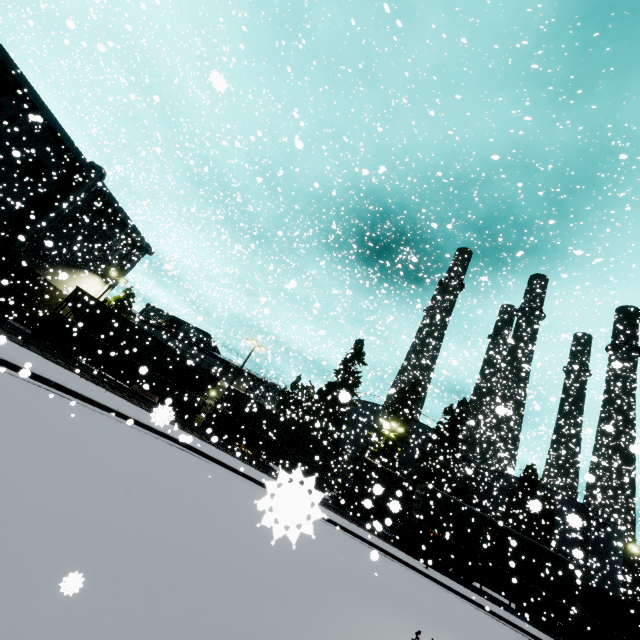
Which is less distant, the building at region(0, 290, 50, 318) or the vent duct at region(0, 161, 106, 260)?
the vent duct at region(0, 161, 106, 260)

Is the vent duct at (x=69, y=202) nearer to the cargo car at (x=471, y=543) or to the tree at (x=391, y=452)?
the cargo car at (x=471, y=543)

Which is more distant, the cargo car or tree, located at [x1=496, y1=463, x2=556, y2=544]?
tree, located at [x1=496, y1=463, x2=556, y2=544]

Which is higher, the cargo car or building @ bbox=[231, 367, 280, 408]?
building @ bbox=[231, 367, 280, 408]

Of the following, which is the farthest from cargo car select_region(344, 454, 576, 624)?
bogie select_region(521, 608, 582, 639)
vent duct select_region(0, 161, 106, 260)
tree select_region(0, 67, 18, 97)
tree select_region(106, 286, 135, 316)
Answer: tree select_region(106, 286, 135, 316)

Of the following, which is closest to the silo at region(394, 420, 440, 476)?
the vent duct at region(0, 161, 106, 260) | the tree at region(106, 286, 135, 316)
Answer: the vent duct at region(0, 161, 106, 260)

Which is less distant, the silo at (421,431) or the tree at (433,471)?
the tree at (433,471)

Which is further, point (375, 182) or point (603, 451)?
point (603, 451)
